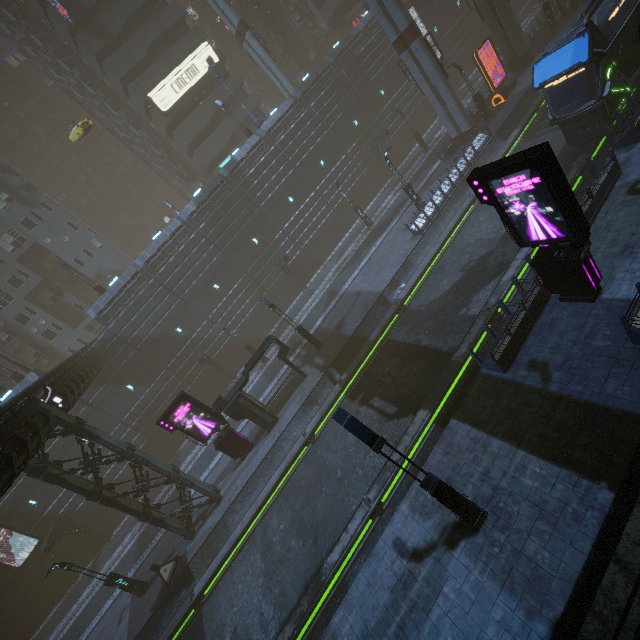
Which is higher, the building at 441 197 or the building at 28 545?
the building at 28 545

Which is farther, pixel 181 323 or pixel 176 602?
pixel 181 323

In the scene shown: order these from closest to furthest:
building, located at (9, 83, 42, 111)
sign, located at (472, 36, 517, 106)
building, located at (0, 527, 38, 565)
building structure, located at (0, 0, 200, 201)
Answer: building, located at (0, 527, 38, 565), sign, located at (472, 36, 517, 106), building structure, located at (0, 0, 200, 201), building, located at (9, 83, 42, 111)

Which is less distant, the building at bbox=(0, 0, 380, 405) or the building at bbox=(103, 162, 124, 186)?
the building at bbox=(0, 0, 380, 405)

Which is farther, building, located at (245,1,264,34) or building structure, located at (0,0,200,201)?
building, located at (245,1,264,34)

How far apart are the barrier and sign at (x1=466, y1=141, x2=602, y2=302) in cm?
2394

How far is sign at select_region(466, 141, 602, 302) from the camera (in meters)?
8.84
